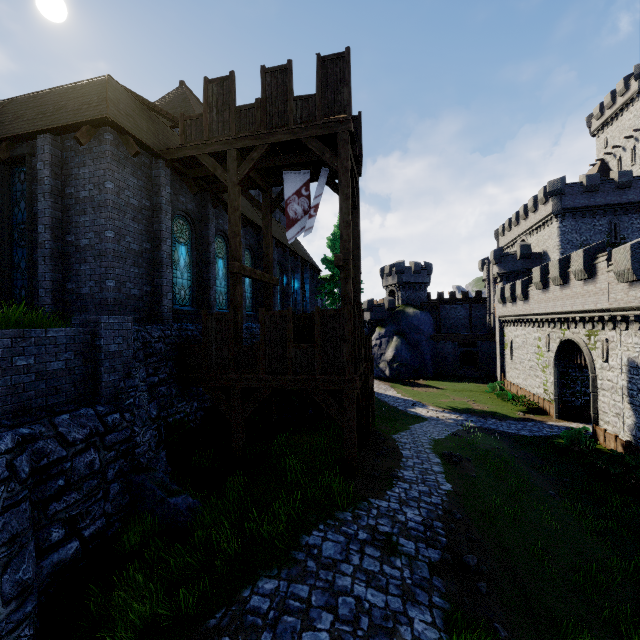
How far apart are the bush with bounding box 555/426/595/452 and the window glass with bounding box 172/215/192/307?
22.2 meters

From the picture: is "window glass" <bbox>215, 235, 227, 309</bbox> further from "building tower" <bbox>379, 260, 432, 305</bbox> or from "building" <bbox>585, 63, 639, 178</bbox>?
"building" <bbox>585, 63, 639, 178</bbox>

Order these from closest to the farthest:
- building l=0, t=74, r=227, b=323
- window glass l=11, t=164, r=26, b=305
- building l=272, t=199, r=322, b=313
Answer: building l=0, t=74, r=227, b=323 → window glass l=11, t=164, r=26, b=305 → building l=272, t=199, r=322, b=313

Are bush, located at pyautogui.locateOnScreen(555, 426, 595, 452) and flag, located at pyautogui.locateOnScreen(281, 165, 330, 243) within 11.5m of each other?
no

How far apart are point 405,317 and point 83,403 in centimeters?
4506cm

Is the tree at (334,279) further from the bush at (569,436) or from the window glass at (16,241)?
the window glass at (16,241)

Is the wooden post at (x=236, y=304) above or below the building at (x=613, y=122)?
below

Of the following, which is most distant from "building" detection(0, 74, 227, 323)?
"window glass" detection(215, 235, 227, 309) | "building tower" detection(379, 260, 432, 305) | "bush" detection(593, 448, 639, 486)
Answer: "bush" detection(593, 448, 639, 486)
